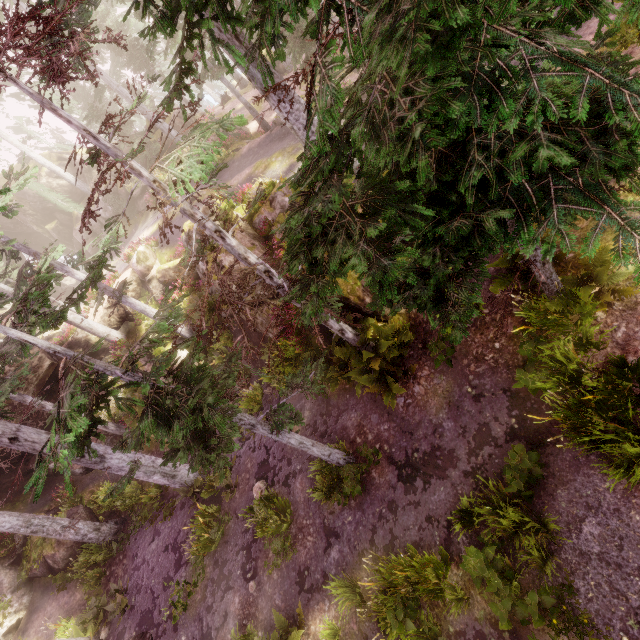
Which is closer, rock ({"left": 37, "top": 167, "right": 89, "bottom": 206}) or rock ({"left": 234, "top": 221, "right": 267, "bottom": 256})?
rock ({"left": 234, "top": 221, "right": 267, "bottom": 256})

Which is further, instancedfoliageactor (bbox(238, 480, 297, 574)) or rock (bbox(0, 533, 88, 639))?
rock (bbox(0, 533, 88, 639))

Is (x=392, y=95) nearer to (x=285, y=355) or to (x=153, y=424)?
(x=153, y=424)

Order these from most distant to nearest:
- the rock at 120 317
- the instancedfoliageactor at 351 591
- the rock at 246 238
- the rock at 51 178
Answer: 1. the rock at 51 178
2. the rock at 120 317
3. the rock at 246 238
4. the instancedfoliageactor at 351 591

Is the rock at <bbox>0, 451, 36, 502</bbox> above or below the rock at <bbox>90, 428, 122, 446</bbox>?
above

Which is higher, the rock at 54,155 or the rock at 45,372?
the rock at 54,155
